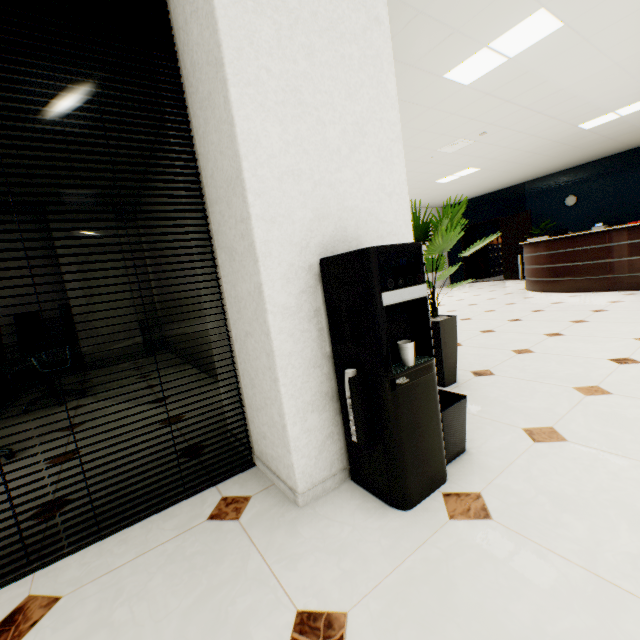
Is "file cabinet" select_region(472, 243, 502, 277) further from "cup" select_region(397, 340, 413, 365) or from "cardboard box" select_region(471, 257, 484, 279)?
"cup" select_region(397, 340, 413, 365)

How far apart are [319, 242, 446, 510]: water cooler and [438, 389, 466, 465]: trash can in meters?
0.0

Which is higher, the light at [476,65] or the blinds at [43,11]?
the light at [476,65]

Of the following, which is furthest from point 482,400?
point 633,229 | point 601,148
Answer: point 601,148

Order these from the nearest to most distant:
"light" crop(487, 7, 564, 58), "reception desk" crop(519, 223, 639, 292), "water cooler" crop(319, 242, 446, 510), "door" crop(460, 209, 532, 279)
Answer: "water cooler" crop(319, 242, 446, 510) → "light" crop(487, 7, 564, 58) → "reception desk" crop(519, 223, 639, 292) → "door" crop(460, 209, 532, 279)

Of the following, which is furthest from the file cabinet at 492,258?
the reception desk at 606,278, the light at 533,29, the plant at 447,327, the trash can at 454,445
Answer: the trash can at 454,445

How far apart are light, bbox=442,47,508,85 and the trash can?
3.4 meters

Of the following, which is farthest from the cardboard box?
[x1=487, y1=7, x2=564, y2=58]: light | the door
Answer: [x1=487, y1=7, x2=564, y2=58]: light
